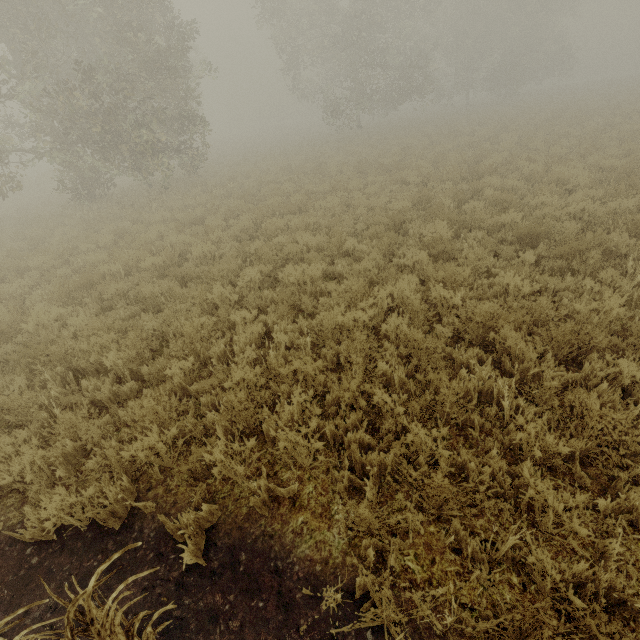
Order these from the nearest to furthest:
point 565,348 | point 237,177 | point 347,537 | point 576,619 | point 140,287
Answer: point 576,619
point 347,537
point 565,348
point 140,287
point 237,177
